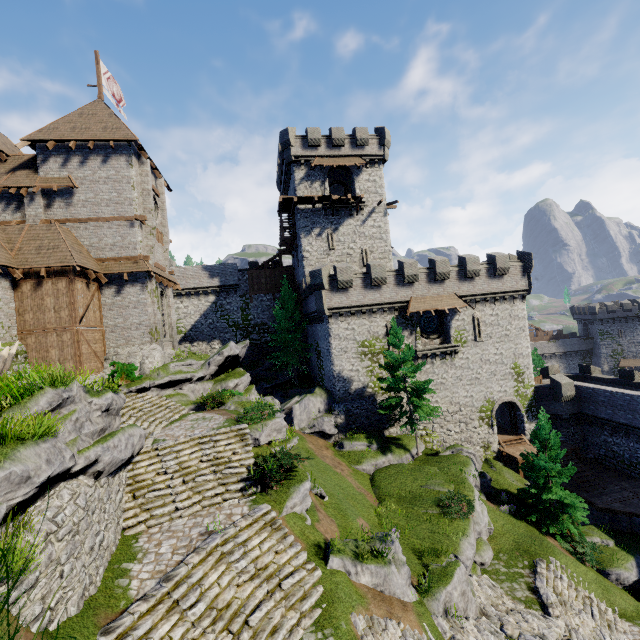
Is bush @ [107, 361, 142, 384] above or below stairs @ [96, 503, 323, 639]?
above

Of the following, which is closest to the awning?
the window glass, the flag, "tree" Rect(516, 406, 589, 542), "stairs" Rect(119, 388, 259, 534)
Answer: the window glass

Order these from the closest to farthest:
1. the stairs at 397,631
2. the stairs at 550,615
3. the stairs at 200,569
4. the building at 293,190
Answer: the stairs at 200,569, the stairs at 397,631, the stairs at 550,615, the building at 293,190

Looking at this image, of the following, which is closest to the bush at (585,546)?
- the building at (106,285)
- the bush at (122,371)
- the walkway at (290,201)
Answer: the bush at (122,371)

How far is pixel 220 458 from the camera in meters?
14.1 m

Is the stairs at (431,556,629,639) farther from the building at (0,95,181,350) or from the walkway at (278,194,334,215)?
the walkway at (278,194,334,215)

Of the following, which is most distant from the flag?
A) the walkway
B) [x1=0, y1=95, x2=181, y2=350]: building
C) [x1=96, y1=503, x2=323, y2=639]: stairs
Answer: [x1=96, y1=503, x2=323, y2=639]: stairs

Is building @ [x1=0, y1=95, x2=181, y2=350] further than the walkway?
No
